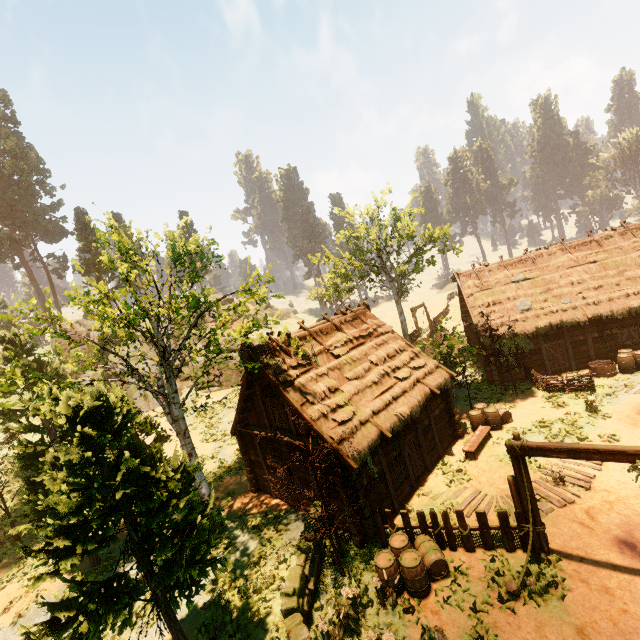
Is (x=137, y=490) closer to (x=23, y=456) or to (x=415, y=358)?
(x=23, y=456)

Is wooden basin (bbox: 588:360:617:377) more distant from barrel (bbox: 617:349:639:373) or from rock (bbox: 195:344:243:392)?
rock (bbox: 195:344:243:392)

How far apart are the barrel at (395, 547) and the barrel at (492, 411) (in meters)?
7.70

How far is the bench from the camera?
14.60m

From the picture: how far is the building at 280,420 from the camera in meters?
12.0

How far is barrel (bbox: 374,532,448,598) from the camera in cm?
918

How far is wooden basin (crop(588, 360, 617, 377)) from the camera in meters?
18.4 m

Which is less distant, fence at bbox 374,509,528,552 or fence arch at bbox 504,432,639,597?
fence arch at bbox 504,432,639,597
